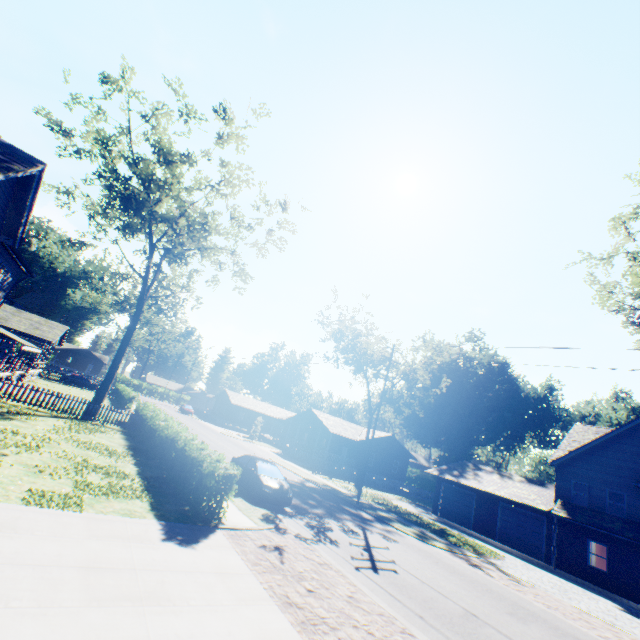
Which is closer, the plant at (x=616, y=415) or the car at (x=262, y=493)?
the car at (x=262, y=493)

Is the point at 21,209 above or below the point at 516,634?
above

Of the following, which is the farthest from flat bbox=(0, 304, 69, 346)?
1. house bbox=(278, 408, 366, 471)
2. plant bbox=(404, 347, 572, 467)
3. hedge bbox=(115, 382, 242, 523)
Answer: plant bbox=(404, 347, 572, 467)

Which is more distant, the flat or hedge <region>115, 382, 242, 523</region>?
the flat

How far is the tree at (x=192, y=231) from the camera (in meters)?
20.62

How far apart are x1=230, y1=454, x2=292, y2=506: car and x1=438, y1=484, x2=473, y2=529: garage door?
20.9 meters

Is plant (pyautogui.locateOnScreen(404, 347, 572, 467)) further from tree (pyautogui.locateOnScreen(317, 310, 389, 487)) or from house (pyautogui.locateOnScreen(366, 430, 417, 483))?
tree (pyautogui.locateOnScreen(317, 310, 389, 487))

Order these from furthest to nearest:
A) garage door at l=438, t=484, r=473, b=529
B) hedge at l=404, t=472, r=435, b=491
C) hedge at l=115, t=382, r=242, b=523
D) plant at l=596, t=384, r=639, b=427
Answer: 1. hedge at l=404, t=472, r=435, b=491
2. plant at l=596, t=384, r=639, b=427
3. garage door at l=438, t=484, r=473, b=529
4. hedge at l=115, t=382, r=242, b=523
